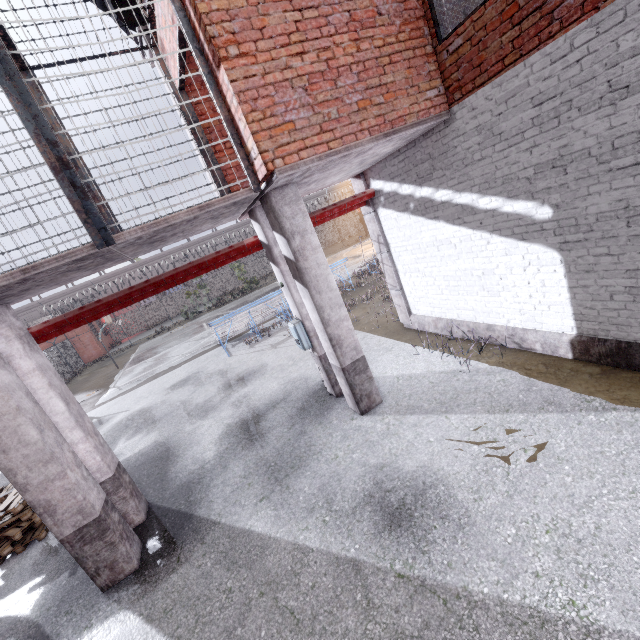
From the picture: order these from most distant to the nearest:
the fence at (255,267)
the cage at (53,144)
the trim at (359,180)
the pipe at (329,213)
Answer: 1. the fence at (255,267)
2. the trim at (359,180)
3. the pipe at (329,213)
4. the cage at (53,144)

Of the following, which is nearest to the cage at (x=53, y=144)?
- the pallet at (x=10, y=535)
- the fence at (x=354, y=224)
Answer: the pallet at (x=10, y=535)

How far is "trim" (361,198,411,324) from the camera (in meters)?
7.59

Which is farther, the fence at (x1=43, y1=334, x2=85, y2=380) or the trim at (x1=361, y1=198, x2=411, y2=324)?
the fence at (x1=43, y1=334, x2=85, y2=380)

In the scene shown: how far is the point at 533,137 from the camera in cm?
407

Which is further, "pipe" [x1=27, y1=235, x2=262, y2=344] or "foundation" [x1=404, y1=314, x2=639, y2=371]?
"pipe" [x1=27, y1=235, x2=262, y2=344]

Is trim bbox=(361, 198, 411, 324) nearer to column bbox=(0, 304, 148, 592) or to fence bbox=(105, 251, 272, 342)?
fence bbox=(105, 251, 272, 342)

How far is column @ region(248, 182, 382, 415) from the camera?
4.84m
